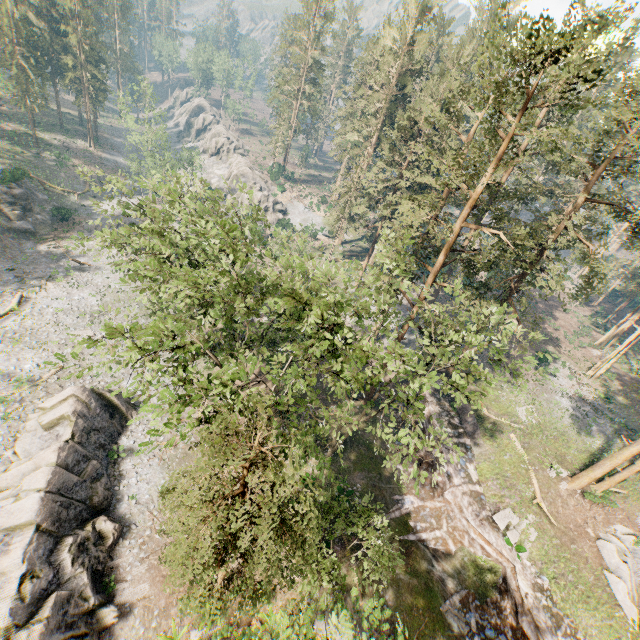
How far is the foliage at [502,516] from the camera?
22.4m

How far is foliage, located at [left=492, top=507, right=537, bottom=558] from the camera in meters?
22.4 m

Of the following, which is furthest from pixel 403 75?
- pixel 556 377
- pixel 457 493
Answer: pixel 457 493

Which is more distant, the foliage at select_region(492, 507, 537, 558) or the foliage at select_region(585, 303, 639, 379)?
the foliage at select_region(585, 303, 639, 379)

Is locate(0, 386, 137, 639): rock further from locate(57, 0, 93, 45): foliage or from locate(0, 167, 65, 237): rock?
locate(57, 0, 93, 45): foliage

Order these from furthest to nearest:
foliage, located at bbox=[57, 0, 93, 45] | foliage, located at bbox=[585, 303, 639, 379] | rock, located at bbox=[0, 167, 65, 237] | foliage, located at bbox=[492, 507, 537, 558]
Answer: foliage, located at bbox=[57, 0, 93, 45] < rock, located at bbox=[0, 167, 65, 237] < foliage, located at bbox=[585, 303, 639, 379] < foliage, located at bbox=[492, 507, 537, 558]

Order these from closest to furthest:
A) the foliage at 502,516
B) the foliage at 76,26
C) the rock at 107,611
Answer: the rock at 107,611 → the foliage at 502,516 → the foliage at 76,26

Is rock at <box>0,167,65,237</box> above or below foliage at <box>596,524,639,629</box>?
below
